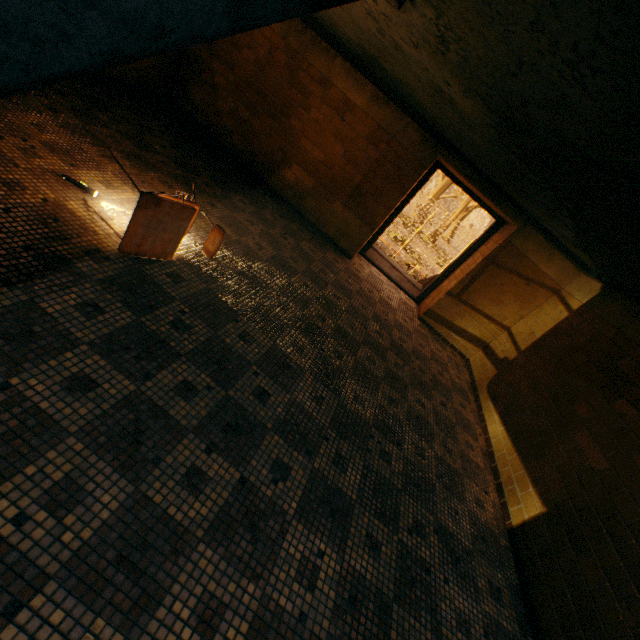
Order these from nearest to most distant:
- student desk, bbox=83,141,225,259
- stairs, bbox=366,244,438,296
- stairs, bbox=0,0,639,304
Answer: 1. stairs, bbox=0,0,639,304
2. student desk, bbox=83,141,225,259
3. stairs, bbox=366,244,438,296

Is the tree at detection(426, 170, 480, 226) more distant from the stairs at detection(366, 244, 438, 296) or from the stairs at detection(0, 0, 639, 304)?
the stairs at detection(0, 0, 639, 304)

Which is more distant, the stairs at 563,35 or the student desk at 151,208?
the student desk at 151,208

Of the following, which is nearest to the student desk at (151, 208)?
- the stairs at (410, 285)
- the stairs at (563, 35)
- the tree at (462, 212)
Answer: the stairs at (563, 35)

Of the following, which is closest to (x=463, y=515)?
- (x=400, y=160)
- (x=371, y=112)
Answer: (x=400, y=160)

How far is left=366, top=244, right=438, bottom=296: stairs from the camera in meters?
7.6 m

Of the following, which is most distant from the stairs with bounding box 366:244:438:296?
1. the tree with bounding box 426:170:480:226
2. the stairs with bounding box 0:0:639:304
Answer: the tree with bounding box 426:170:480:226

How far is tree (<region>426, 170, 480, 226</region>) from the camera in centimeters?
2981cm
